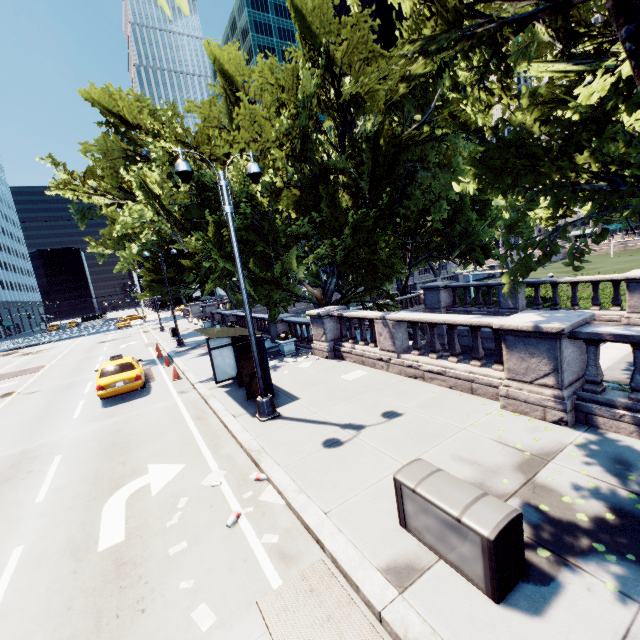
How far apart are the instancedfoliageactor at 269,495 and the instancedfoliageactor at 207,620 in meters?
1.9 m

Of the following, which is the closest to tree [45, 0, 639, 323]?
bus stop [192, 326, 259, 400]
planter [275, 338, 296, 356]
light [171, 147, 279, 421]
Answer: planter [275, 338, 296, 356]

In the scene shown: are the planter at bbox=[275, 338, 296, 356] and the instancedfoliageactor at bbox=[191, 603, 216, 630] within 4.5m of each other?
no

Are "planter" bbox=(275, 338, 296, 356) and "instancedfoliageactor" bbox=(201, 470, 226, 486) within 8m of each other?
no

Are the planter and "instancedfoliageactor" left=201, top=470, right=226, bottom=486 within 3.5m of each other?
no

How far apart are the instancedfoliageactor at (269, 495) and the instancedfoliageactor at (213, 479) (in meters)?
1.09

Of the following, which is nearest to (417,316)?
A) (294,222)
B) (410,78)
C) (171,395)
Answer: (410,78)

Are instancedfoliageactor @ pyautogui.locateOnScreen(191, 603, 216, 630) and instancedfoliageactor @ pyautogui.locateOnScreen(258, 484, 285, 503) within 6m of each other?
yes
